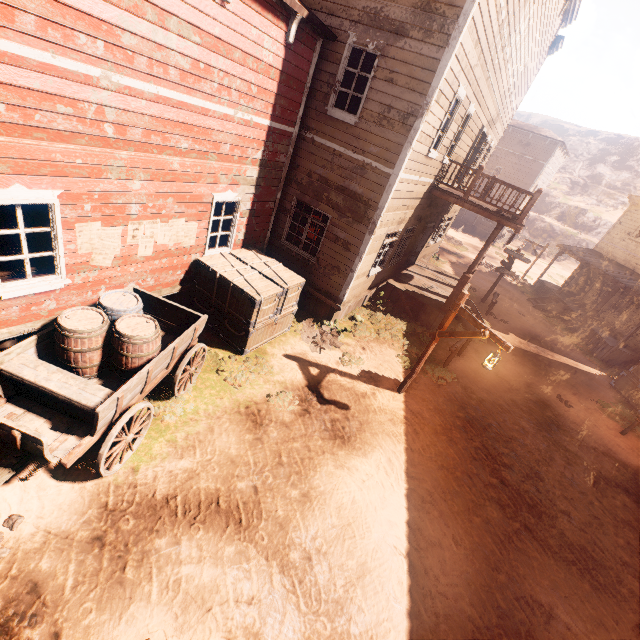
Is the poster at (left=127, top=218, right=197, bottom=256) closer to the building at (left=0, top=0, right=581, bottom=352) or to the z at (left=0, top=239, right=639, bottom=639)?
the building at (left=0, top=0, right=581, bottom=352)

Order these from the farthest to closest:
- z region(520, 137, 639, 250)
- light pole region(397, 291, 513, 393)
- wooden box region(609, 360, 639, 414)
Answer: z region(520, 137, 639, 250) < wooden box region(609, 360, 639, 414) < light pole region(397, 291, 513, 393)

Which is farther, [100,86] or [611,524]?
[611,524]

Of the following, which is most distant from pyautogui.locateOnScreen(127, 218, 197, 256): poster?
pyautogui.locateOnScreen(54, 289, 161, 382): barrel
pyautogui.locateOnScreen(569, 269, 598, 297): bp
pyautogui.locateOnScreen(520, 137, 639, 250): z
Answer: pyautogui.locateOnScreen(569, 269, 598, 297): bp

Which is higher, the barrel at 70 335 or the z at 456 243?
the barrel at 70 335

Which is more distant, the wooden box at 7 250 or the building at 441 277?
the wooden box at 7 250

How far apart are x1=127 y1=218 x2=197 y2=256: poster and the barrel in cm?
→ 119

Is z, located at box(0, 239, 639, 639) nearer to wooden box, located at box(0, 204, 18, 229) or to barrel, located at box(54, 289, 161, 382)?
barrel, located at box(54, 289, 161, 382)
